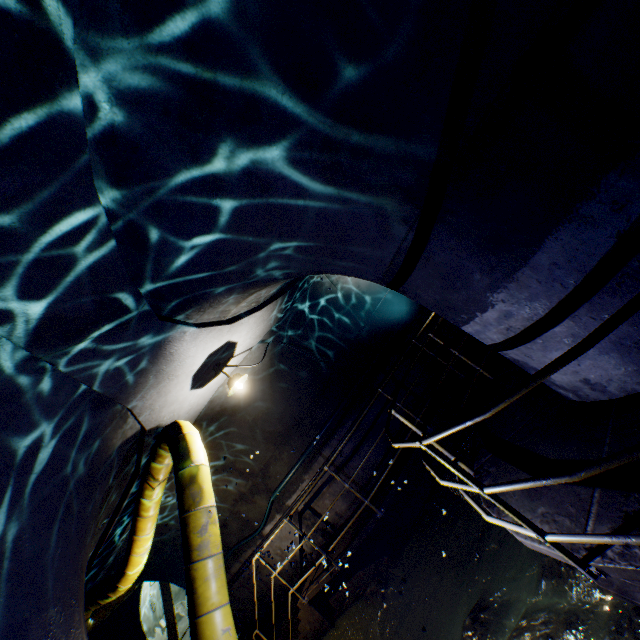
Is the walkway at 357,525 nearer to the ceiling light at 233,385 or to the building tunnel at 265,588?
the building tunnel at 265,588

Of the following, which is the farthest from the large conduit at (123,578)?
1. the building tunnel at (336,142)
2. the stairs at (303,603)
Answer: the stairs at (303,603)

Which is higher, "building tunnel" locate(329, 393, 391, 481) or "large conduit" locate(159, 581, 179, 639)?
"large conduit" locate(159, 581, 179, 639)

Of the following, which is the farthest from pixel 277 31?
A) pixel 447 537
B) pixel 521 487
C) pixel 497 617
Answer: pixel 447 537

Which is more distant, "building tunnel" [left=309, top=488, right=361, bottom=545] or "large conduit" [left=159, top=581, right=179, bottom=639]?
"large conduit" [left=159, top=581, right=179, bottom=639]

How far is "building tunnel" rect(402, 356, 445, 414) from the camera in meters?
8.1 m
